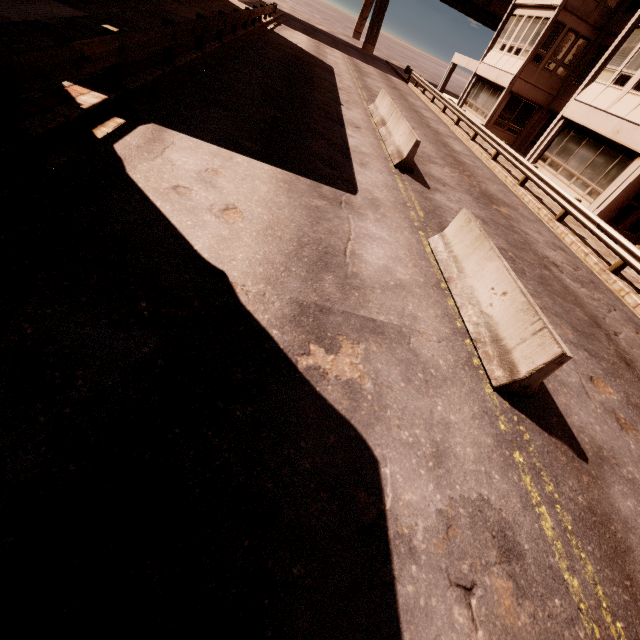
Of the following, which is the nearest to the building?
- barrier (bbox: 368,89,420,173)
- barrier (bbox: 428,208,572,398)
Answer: barrier (bbox: 368,89,420,173)

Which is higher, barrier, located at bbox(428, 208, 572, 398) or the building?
the building

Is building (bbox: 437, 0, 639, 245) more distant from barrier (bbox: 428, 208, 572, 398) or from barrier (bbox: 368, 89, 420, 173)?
barrier (bbox: 428, 208, 572, 398)

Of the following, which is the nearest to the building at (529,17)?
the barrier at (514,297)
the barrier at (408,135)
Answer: the barrier at (408,135)

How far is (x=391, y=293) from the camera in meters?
5.5

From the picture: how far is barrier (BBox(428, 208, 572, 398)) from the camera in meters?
4.4

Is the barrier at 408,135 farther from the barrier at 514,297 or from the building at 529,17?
the building at 529,17
